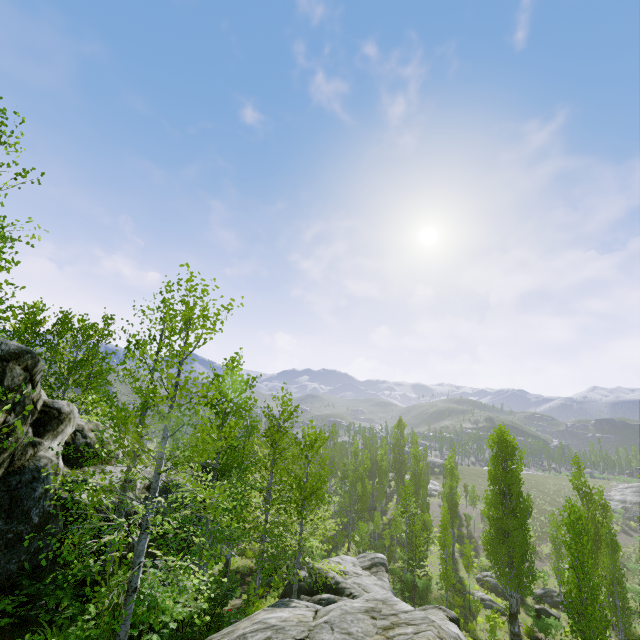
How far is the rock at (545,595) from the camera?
29.3 meters

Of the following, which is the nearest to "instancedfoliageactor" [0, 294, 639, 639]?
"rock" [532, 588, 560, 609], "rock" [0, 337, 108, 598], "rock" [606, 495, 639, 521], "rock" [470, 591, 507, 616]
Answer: "rock" [0, 337, 108, 598]

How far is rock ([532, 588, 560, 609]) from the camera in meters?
29.3 m

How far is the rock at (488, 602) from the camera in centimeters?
2616cm

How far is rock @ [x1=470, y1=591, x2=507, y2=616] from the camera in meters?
26.2 m

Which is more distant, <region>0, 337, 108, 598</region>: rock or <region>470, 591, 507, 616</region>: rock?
<region>470, 591, 507, 616</region>: rock

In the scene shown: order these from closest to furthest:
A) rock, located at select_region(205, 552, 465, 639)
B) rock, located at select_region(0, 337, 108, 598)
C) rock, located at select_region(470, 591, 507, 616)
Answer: rock, located at select_region(205, 552, 465, 639)
rock, located at select_region(0, 337, 108, 598)
rock, located at select_region(470, 591, 507, 616)

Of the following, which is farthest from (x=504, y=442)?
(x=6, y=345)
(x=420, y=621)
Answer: (x=6, y=345)
